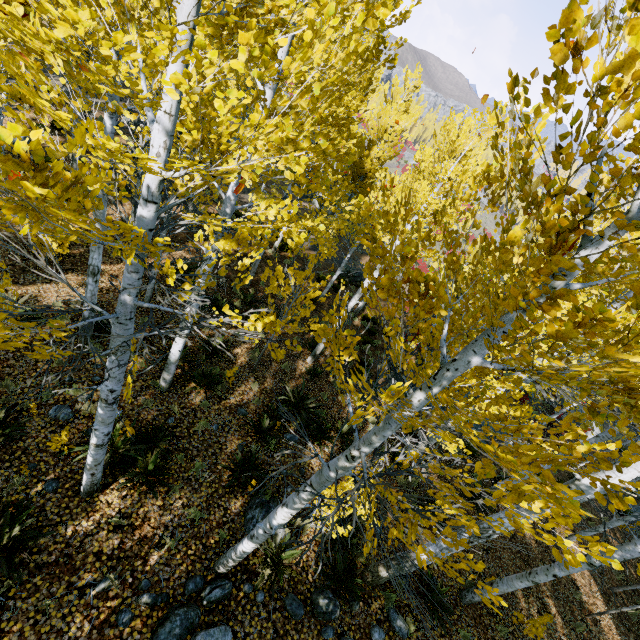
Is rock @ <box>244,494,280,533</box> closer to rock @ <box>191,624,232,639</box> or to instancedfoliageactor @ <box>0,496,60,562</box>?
rock @ <box>191,624,232,639</box>

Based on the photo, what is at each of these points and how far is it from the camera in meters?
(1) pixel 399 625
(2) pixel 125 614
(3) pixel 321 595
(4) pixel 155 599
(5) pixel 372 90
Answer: (1) rock, 5.9
(2) rock, 4.4
(3) rock, 5.6
(4) rock, 4.6
(5) instancedfoliageactor, 9.5

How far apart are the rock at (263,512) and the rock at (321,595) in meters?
0.9

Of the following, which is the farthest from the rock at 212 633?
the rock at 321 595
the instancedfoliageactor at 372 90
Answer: the instancedfoliageactor at 372 90

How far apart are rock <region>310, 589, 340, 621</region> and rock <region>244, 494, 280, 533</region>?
0.9m

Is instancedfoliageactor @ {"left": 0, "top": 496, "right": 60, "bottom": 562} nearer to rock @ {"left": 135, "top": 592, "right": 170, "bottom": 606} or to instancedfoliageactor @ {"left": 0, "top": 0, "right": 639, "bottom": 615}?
instancedfoliageactor @ {"left": 0, "top": 0, "right": 639, "bottom": 615}

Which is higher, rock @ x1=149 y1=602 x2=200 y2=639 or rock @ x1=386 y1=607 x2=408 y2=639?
rock @ x1=149 y1=602 x2=200 y2=639

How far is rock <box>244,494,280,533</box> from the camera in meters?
6.1
